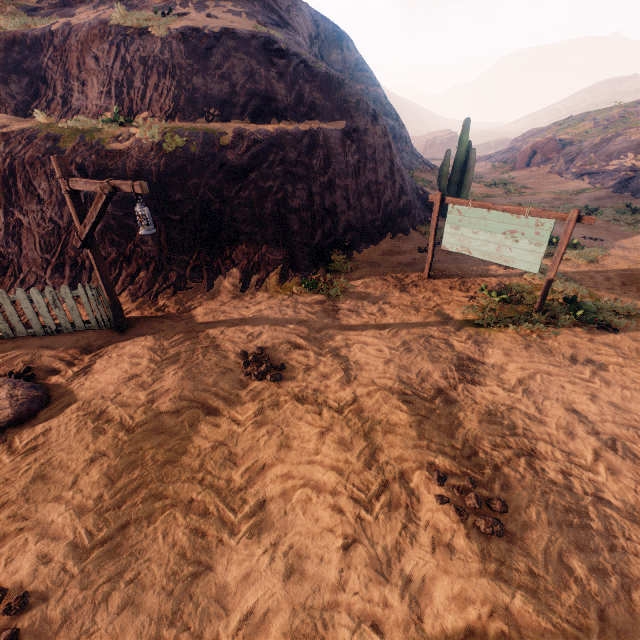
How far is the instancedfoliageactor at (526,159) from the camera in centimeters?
3052cm

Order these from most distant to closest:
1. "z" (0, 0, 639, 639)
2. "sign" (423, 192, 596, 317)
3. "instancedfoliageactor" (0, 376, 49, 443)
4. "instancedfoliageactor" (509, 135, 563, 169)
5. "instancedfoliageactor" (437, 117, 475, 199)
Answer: "instancedfoliageactor" (509, 135, 563, 169) < "instancedfoliageactor" (437, 117, 475, 199) < "sign" (423, 192, 596, 317) < "instancedfoliageactor" (0, 376, 49, 443) < "z" (0, 0, 639, 639)

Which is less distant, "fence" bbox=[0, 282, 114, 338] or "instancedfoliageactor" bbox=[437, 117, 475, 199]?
"fence" bbox=[0, 282, 114, 338]

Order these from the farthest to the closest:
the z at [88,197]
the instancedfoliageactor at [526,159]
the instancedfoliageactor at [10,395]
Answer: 1. the instancedfoliageactor at [526,159]
2. the z at [88,197]
3. the instancedfoliageactor at [10,395]

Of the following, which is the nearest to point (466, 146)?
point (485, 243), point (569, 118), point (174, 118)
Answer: point (485, 243)

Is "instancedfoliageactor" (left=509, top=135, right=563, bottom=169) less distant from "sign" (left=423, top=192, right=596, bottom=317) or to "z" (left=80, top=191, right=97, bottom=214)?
"z" (left=80, top=191, right=97, bottom=214)

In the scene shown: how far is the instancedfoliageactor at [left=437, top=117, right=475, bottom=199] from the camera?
13.9 meters

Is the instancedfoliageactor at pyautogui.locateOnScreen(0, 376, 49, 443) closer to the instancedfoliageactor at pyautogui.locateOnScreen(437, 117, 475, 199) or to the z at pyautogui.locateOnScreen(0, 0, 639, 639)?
the z at pyautogui.locateOnScreen(0, 0, 639, 639)
